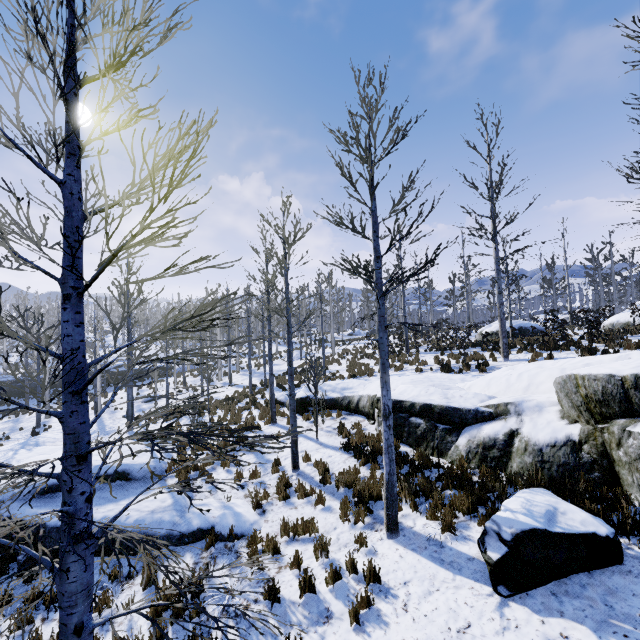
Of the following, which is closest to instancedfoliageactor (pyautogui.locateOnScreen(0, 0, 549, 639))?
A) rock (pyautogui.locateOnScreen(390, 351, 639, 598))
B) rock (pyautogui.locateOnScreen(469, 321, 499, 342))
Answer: rock (pyautogui.locateOnScreen(390, 351, 639, 598))

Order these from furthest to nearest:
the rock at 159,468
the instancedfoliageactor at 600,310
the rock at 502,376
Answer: the instancedfoliageactor at 600,310 → the rock at 159,468 → the rock at 502,376

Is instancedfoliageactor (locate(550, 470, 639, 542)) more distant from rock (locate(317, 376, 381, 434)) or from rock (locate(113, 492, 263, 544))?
rock (locate(113, 492, 263, 544))

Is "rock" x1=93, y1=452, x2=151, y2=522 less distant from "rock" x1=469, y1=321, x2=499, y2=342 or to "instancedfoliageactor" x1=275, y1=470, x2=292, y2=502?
"instancedfoliageactor" x1=275, y1=470, x2=292, y2=502

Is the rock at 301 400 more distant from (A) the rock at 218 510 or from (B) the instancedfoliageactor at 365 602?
(A) the rock at 218 510

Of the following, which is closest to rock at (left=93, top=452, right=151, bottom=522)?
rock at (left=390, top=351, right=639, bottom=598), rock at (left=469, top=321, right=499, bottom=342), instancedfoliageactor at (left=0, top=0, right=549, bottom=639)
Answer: instancedfoliageactor at (left=0, top=0, right=549, bottom=639)

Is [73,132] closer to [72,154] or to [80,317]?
[72,154]

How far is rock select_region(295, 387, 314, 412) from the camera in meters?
14.8 m
